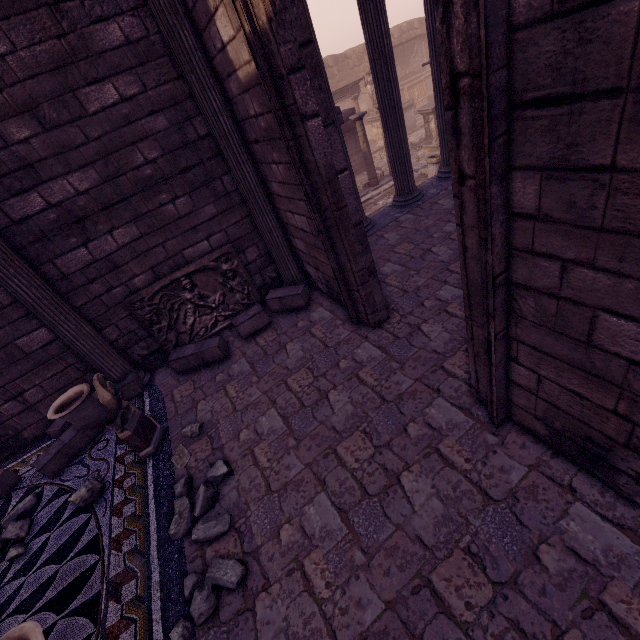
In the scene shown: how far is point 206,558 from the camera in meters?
2.8

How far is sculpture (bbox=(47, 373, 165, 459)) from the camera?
3.07m

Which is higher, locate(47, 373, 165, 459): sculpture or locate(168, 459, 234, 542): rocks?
locate(47, 373, 165, 459): sculpture

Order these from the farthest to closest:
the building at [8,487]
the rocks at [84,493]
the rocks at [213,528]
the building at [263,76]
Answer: the building at [8,487], the rocks at [84,493], the rocks at [213,528], the building at [263,76]

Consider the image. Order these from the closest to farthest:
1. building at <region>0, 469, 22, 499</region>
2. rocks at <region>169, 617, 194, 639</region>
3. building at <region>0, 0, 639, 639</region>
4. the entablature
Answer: building at <region>0, 0, 639, 639</region>, rocks at <region>169, 617, 194, 639</region>, building at <region>0, 469, 22, 499</region>, the entablature

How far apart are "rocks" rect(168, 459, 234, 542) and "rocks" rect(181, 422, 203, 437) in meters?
0.2 m

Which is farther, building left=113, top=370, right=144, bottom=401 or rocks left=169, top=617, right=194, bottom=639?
building left=113, top=370, right=144, bottom=401

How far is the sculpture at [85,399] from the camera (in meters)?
3.07
